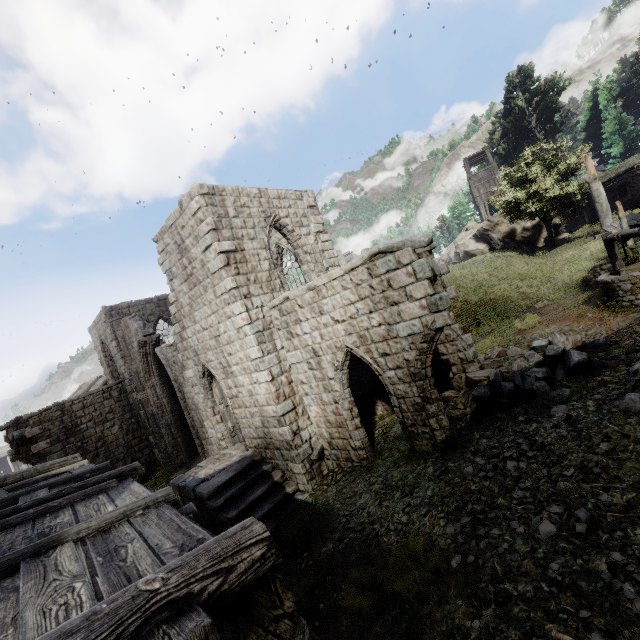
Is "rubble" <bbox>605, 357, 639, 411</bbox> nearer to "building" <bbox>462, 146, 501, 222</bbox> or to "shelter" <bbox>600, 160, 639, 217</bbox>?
"shelter" <bbox>600, 160, 639, 217</bbox>

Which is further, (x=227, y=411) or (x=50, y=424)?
(x=50, y=424)

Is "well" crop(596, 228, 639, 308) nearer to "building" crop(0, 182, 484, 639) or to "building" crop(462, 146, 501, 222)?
"building" crop(0, 182, 484, 639)

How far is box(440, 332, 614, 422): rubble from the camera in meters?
7.8 m

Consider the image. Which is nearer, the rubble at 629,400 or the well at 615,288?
the rubble at 629,400

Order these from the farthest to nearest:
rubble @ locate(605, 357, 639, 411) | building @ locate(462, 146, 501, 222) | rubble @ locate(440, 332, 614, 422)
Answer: building @ locate(462, 146, 501, 222)
rubble @ locate(440, 332, 614, 422)
rubble @ locate(605, 357, 639, 411)

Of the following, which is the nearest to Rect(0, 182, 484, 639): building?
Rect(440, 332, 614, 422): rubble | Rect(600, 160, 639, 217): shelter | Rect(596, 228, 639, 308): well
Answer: Rect(440, 332, 614, 422): rubble

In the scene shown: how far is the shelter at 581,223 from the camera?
25.3m
